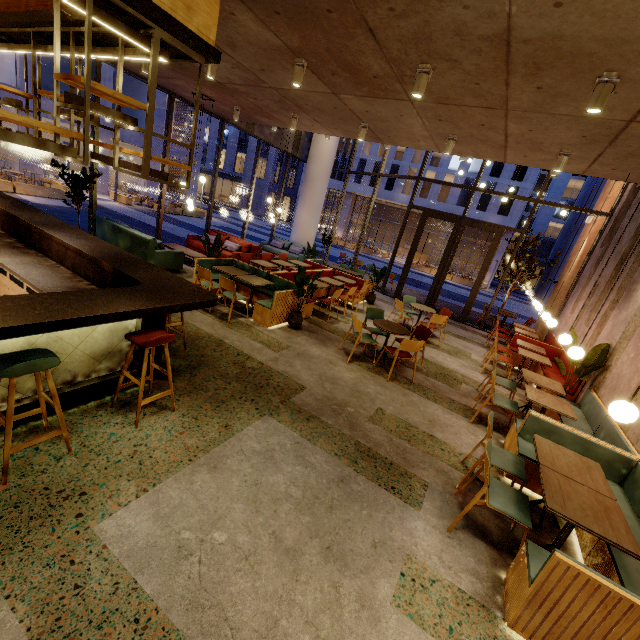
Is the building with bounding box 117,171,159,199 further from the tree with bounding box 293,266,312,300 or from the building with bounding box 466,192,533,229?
the tree with bounding box 293,266,312,300

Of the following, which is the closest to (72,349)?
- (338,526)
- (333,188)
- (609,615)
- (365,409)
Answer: (338,526)

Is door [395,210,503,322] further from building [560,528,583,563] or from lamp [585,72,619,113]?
lamp [585,72,619,113]

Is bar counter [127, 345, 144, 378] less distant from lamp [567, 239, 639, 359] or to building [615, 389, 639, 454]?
building [615, 389, 639, 454]

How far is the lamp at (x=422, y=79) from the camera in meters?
4.2

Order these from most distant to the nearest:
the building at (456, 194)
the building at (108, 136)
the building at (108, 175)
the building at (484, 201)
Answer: the building at (456, 194), the building at (484, 201), the building at (108, 175), the building at (108, 136)

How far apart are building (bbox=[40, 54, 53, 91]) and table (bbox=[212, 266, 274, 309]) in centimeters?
3006cm

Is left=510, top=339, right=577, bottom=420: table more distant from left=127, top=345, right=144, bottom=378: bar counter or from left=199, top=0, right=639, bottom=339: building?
left=127, top=345, right=144, bottom=378: bar counter
